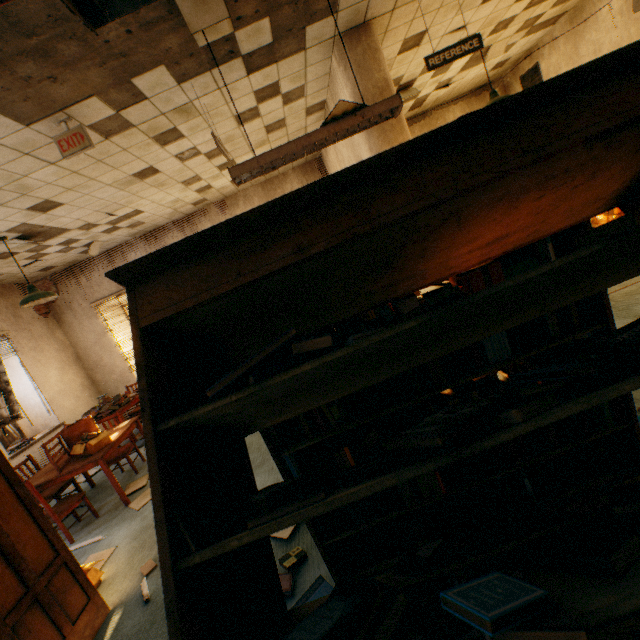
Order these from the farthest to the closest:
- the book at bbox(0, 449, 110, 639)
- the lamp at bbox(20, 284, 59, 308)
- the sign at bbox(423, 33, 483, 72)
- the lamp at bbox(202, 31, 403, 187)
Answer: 1. the lamp at bbox(20, 284, 59, 308)
2. the sign at bbox(423, 33, 483, 72)
3. the lamp at bbox(202, 31, 403, 187)
4. the book at bbox(0, 449, 110, 639)

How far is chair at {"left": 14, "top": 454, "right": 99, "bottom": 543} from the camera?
3.72m

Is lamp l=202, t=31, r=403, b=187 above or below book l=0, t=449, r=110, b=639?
above

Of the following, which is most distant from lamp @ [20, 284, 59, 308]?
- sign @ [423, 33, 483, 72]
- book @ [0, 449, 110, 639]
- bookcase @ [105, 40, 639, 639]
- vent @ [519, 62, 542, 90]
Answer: vent @ [519, 62, 542, 90]

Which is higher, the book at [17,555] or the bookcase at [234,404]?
the bookcase at [234,404]

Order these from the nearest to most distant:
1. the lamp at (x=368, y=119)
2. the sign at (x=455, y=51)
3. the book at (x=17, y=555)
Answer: the book at (x=17, y=555), the lamp at (x=368, y=119), the sign at (x=455, y=51)

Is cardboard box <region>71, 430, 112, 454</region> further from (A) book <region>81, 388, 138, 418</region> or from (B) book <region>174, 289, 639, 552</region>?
(B) book <region>174, 289, 639, 552</region>

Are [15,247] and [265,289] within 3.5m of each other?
no
